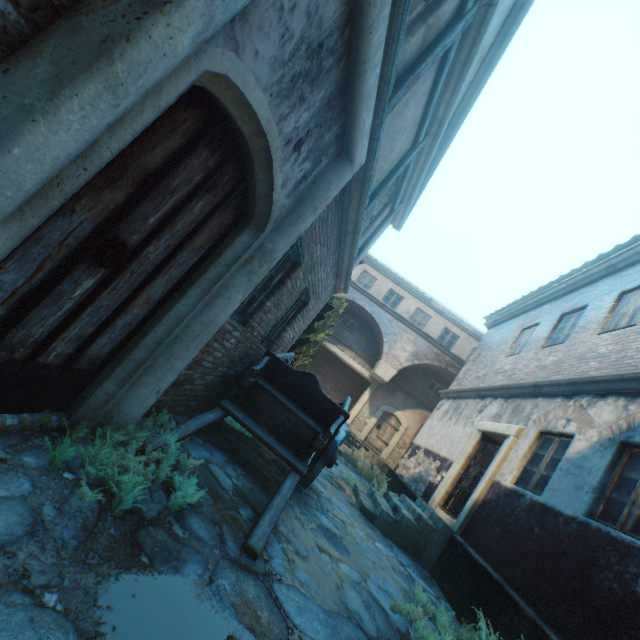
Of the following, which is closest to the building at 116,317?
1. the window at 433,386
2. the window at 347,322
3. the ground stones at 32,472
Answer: the ground stones at 32,472

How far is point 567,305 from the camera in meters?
9.6

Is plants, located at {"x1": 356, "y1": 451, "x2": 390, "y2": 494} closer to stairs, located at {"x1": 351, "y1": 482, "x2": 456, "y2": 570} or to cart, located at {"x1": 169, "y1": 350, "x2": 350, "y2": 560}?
stairs, located at {"x1": 351, "y1": 482, "x2": 456, "y2": 570}

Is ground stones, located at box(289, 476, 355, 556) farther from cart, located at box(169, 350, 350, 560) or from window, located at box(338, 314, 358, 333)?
window, located at box(338, 314, 358, 333)

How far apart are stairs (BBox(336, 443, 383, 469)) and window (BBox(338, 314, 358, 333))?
6.28m

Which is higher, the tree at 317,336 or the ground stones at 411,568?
the tree at 317,336

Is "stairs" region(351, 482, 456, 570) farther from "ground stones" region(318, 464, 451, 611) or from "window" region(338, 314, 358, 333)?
"window" region(338, 314, 358, 333)

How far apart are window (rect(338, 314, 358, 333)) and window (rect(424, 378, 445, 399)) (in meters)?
5.15
